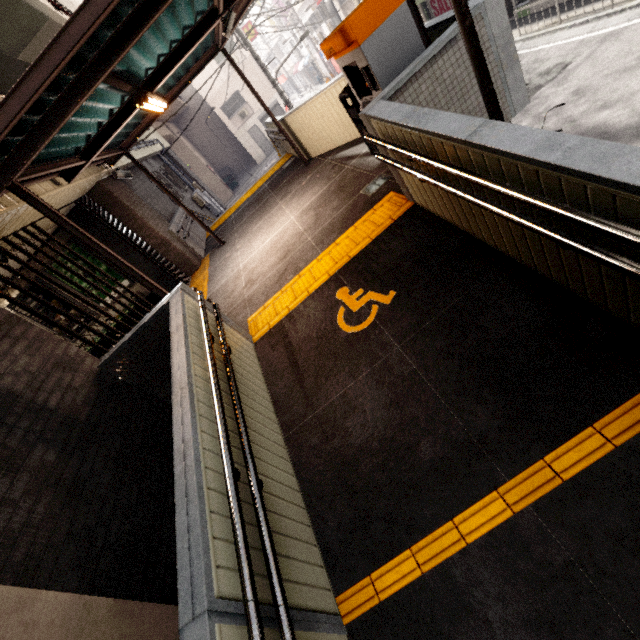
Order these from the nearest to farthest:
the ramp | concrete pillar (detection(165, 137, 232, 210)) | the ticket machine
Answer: the ramp
the ticket machine
concrete pillar (detection(165, 137, 232, 210))

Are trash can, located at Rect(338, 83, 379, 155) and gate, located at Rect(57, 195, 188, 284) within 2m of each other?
no

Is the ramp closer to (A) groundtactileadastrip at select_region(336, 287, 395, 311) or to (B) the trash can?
(A) groundtactileadastrip at select_region(336, 287, 395, 311)

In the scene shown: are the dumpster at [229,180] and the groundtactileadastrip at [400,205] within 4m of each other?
no

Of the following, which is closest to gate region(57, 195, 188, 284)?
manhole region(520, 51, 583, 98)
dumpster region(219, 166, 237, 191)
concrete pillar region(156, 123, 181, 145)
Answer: manhole region(520, 51, 583, 98)

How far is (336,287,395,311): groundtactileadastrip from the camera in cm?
347

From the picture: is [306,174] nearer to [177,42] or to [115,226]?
[177,42]

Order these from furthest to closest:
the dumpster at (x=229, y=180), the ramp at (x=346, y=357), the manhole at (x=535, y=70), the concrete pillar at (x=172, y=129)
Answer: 1. the dumpster at (x=229, y=180)
2. the concrete pillar at (x=172, y=129)
3. the manhole at (x=535, y=70)
4. the ramp at (x=346, y=357)
